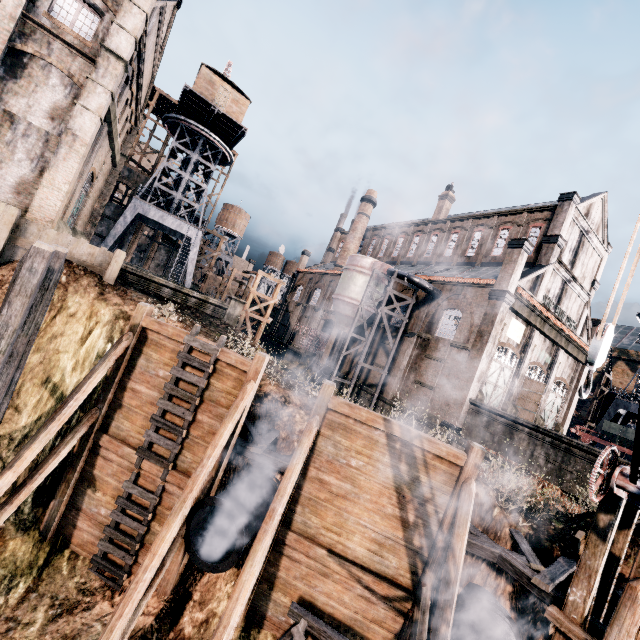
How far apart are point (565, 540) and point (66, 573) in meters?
16.1

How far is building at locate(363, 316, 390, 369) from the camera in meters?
33.1

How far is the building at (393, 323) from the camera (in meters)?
33.00

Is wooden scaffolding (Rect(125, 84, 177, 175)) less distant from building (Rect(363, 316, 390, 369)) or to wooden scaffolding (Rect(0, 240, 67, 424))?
building (Rect(363, 316, 390, 369))

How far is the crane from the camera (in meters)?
32.94

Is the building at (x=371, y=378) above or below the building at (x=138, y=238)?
below

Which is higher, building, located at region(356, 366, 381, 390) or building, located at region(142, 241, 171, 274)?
building, located at region(142, 241, 171, 274)
